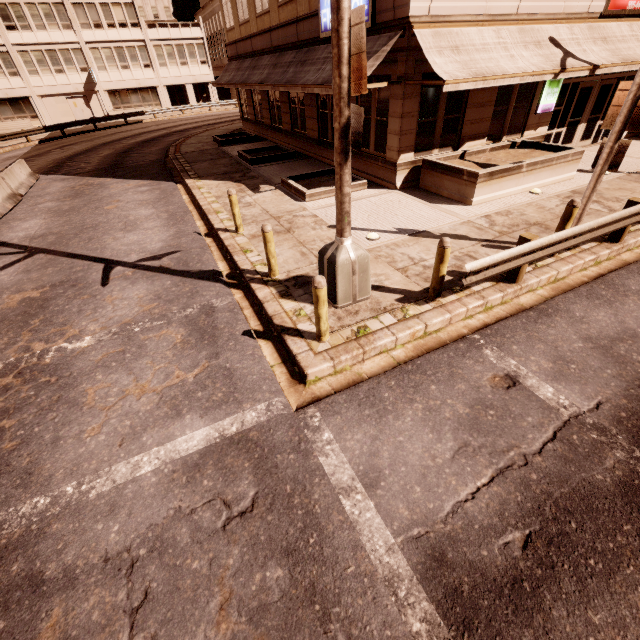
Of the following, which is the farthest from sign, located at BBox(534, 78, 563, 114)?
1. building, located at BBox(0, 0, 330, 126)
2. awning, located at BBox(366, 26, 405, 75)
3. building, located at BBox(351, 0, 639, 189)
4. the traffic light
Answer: building, located at BBox(0, 0, 330, 126)

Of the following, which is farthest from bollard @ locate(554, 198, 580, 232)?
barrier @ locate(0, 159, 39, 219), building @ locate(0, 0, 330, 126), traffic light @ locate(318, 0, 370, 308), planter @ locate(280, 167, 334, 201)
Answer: building @ locate(0, 0, 330, 126)

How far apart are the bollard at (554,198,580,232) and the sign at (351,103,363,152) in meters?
5.1 m

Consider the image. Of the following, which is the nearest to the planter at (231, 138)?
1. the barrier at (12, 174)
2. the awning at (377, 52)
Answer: the awning at (377, 52)

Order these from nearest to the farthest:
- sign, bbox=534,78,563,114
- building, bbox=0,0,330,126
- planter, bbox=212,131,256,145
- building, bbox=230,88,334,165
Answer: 1. sign, bbox=534,78,563,114
2. building, bbox=230,88,334,165
3. building, bbox=0,0,330,126
4. planter, bbox=212,131,256,145

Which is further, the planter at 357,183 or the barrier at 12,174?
the barrier at 12,174

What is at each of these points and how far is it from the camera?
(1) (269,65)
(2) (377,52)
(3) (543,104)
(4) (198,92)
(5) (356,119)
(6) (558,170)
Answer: (1) awning, 16.53m
(2) awning, 9.55m
(3) sign, 12.59m
(4) building, 46.41m
(5) sign, 4.64m
(6) planter, 11.09m

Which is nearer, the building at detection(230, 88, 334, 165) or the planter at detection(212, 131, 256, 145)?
the building at detection(230, 88, 334, 165)
